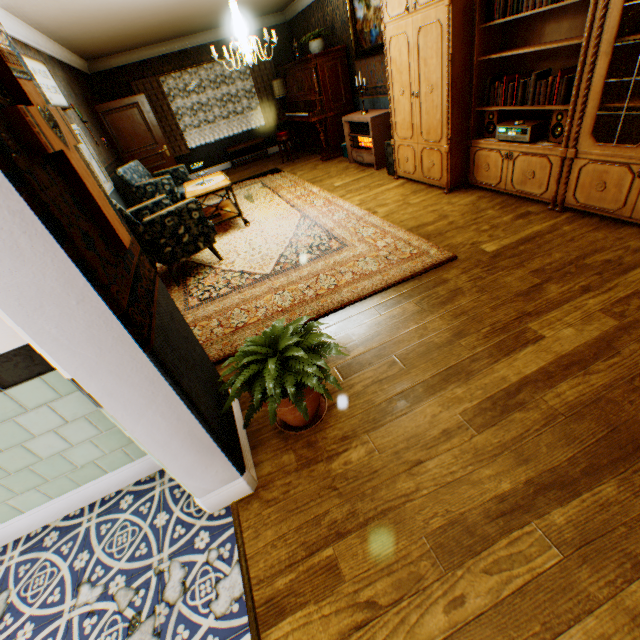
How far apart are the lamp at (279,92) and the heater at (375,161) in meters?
3.7 m

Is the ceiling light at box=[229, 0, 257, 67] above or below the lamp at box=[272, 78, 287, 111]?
above

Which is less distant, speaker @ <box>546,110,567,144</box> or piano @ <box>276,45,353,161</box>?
speaker @ <box>546,110,567,144</box>

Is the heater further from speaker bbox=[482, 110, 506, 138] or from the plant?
the plant

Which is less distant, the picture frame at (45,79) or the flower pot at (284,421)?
the flower pot at (284,421)

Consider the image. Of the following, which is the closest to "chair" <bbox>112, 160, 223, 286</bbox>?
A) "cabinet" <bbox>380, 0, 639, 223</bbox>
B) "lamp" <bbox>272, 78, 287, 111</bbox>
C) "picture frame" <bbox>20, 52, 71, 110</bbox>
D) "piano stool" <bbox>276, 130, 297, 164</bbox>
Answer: "picture frame" <bbox>20, 52, 71, 110</bbox>

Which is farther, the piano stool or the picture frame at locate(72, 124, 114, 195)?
the piano stool

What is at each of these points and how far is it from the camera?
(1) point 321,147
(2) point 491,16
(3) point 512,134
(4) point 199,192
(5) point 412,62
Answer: (1) piano, 8.4 meters
(2) book row, 3.4 meters
(3) receiver, 3.6 meters
(4) table, 4.8 meters
(5) cabinet, 4.1 meters
